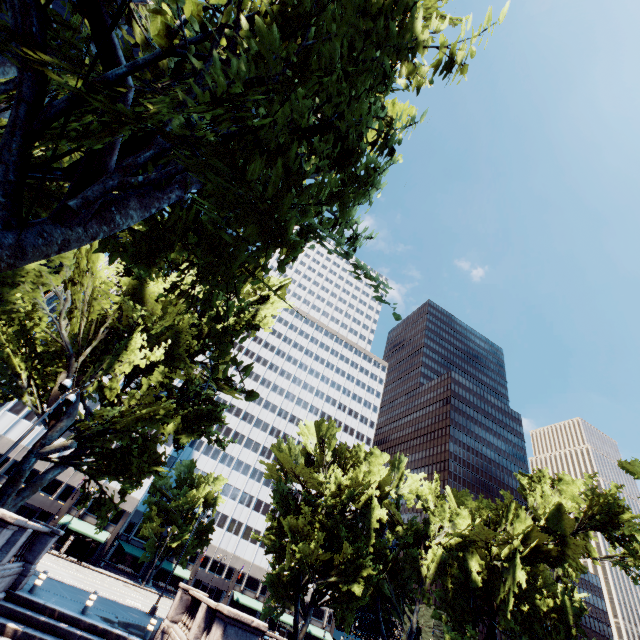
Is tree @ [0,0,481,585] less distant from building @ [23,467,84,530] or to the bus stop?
building @ [23,467,84,530]

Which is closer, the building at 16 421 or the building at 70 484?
the building at 70 484

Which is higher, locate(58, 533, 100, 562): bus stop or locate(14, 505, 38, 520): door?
locate(14, 505, 38, 520): door

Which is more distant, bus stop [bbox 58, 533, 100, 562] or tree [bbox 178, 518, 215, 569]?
tree [bbox 178, 518, 215, 569]

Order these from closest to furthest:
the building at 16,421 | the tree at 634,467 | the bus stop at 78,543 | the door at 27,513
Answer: the tree at 634,467
the bus stop at 78,543
the door at 27,513
the building at 16,421

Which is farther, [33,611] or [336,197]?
[33,611]

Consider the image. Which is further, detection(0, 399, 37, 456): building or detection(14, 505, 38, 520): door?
detection(0, 399, 37, 456): building

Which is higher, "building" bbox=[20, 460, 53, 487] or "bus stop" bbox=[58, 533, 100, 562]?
"building" bbox=[20, 460, 53, 487]
